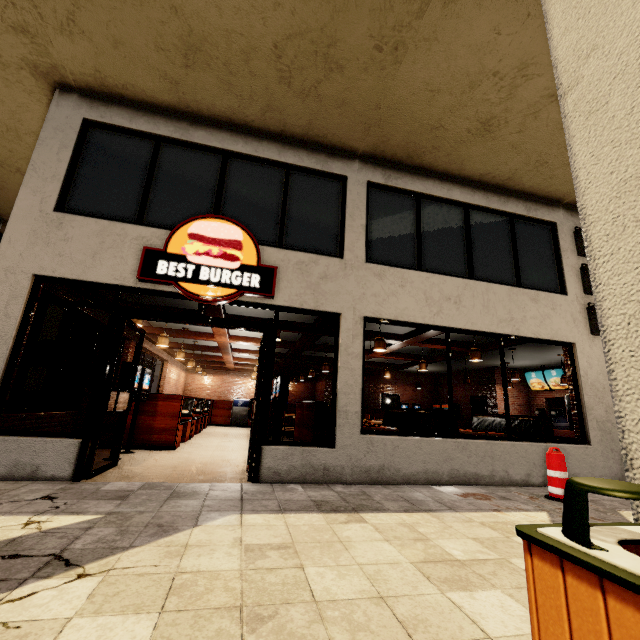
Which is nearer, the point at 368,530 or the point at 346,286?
the point at 368,530

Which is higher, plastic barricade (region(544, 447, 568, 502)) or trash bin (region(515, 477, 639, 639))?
trash bin (region(515, 477, 639, 639))

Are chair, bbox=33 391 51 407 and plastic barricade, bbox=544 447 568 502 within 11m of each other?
no

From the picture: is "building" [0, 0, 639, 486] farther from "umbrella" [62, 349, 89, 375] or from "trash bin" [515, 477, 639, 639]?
"umbrella" [62, 349, 89, 375]

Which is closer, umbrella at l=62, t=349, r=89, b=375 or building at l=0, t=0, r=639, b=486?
building at l=0, t=0, r=639, b=486

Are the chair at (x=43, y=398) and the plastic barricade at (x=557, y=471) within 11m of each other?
no

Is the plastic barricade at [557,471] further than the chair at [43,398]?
No

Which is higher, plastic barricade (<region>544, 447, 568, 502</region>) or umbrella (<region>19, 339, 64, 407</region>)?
umbrella (<region>19, 339, 64, 407</region>)
